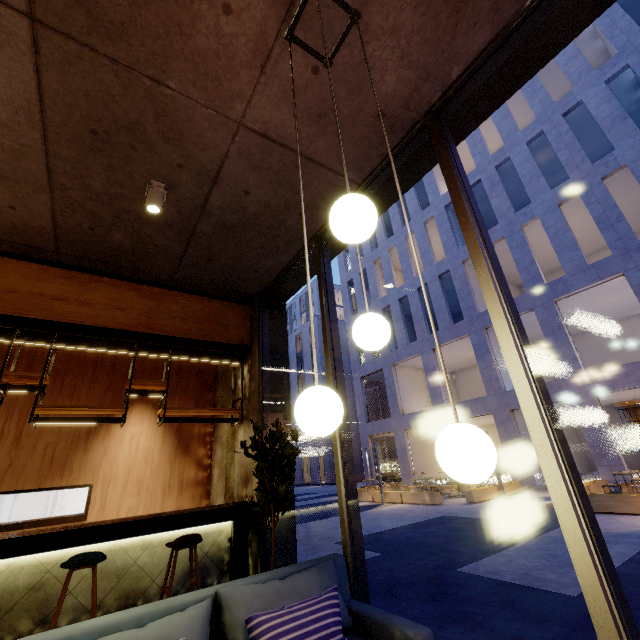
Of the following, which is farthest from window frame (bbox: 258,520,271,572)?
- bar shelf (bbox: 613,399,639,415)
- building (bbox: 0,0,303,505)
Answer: bar shelf (bbox: 613,399,639,415)

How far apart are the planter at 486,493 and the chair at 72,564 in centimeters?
1438cm

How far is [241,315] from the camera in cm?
608

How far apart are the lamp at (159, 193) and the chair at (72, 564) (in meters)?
3.62

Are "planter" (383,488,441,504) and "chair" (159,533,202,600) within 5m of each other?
no

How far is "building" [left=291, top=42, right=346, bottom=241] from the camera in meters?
2.7

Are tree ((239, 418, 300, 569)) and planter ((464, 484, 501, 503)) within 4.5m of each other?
no

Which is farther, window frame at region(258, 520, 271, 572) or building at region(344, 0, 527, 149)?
window frame at region(258, 520, 271, 572)
